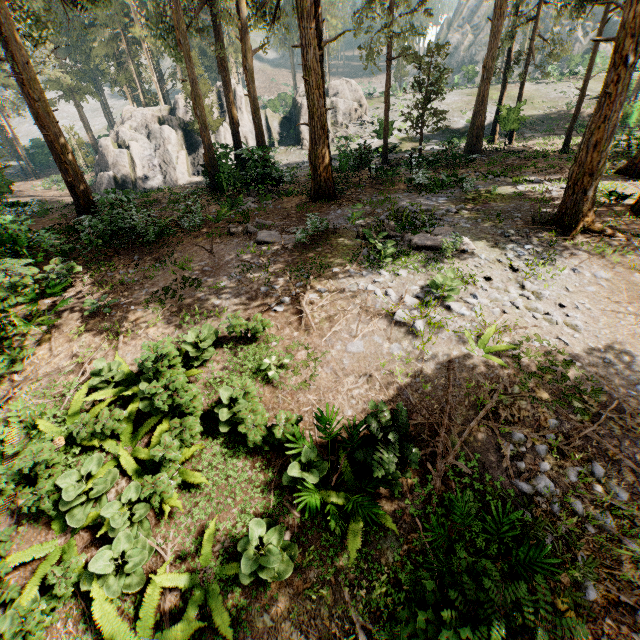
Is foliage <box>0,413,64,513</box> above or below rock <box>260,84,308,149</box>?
below

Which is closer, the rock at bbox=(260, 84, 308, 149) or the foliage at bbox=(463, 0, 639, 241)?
the foliage at bbox=(463, 0, 639, 241)

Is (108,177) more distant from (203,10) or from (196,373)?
(203,10)

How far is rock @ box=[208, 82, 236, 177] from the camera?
21.88m

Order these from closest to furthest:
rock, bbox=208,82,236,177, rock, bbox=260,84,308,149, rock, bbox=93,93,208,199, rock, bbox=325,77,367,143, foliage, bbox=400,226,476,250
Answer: foliage, bbox=400,226,476,250 → rock, bbox=208,82,236,177 → rock, bbox=93,93,208,199 → rock, bbox=260,84,308,149 → rock, bbox=325,77,367,143

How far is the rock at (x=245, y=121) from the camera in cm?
1844

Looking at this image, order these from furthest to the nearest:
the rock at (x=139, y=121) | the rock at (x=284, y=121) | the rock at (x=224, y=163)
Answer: the rock at (x=284, y=121)
the rock at (x=139, y=121)
the rock at (x=224, y=163)
